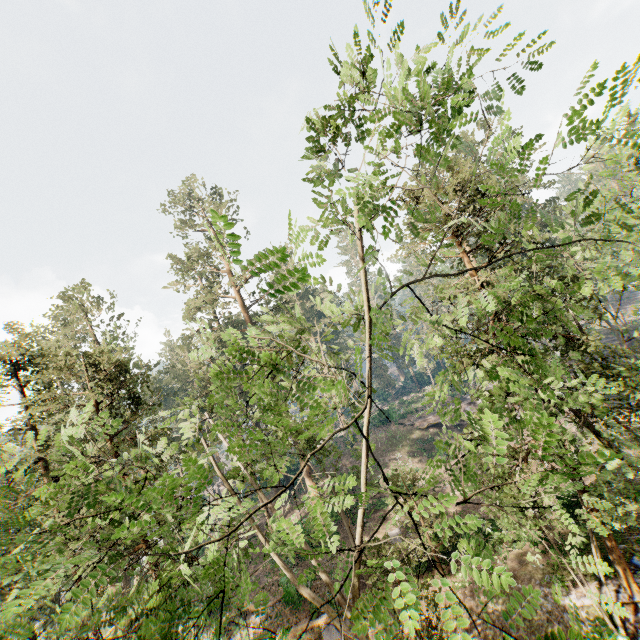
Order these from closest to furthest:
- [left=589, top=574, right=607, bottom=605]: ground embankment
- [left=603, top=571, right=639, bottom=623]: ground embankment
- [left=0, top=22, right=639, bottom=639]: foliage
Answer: [left=0, top=22, right=639, bottom=639]: foliage
[left=603, top=571, right=639, bottom=623]: ground embankment
[left=589, top=574, right=607, bottom=605]: ground embankment

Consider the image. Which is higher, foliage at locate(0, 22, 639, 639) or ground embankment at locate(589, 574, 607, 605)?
foliage at locate(0, 22, 639, 639)

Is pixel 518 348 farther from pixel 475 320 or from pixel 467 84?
pixel 475 320

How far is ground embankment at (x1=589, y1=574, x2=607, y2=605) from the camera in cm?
1419

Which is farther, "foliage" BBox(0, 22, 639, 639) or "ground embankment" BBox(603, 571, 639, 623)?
"ground embankment" BBox(603, 571, 639, 623)

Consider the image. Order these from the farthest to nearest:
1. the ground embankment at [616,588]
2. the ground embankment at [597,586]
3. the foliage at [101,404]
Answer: the ground embankment at [597,586]
the ground embankment at [616,588]
the foliage at [101,404]

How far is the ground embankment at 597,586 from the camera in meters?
14.2
